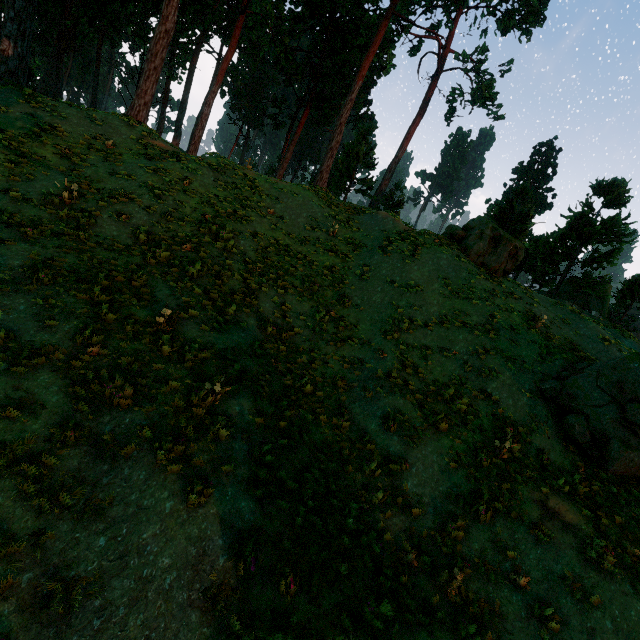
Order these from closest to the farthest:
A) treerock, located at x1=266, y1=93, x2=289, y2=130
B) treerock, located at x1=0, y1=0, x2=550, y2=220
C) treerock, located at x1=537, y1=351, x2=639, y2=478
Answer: treerock, located at x1=537, y1=351, x2=639, y2=478, treerock, located at x1=0, y1=0, x2=550, y2=220, treerock, located at x1=266, y1=93, x2=289, y2=130

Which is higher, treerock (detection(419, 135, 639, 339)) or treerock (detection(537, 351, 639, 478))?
treerock (detection(419, 135, 639, 339))

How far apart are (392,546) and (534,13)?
64.16m

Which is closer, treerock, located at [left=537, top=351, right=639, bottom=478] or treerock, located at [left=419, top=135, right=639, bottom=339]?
treerock, located at [left=537, top=351, right=639, bottom=478]

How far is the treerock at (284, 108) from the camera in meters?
35.6

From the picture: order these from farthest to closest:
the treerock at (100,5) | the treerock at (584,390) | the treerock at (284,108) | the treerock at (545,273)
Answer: the treerock at (284,108) < the treerock at (545,273) < the treerock at (100,5) < the treerock at (584,390)
